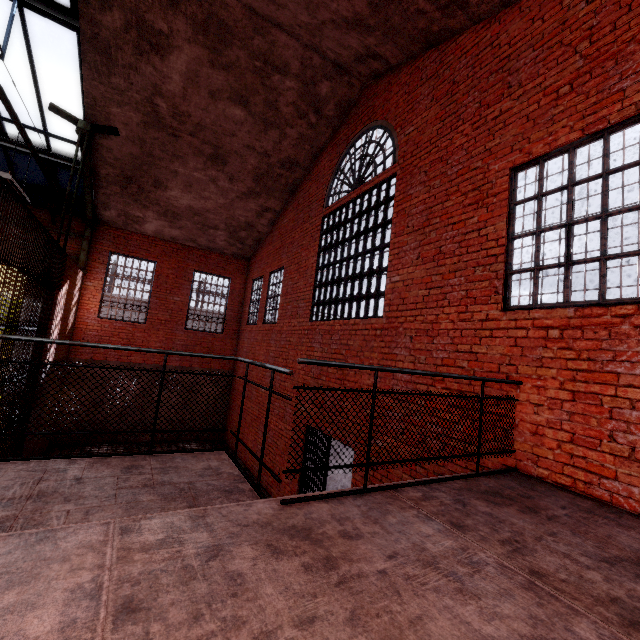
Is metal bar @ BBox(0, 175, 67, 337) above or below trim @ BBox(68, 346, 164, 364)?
above

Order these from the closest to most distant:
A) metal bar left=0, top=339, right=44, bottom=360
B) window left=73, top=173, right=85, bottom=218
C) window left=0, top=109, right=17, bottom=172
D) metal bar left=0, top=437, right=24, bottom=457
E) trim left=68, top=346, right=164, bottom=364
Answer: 1. metal bar left=0, top=339, right=44, bottom=360
2. metal bar left=0, top=437, right=24, bottom=457
3. window left=0, top=109, right=17, bottom=172
4. window left=73, top=173, right=85, bottom=218
5. trim left=68, top=346, right=164, bottom=364

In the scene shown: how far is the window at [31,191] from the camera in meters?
10.0

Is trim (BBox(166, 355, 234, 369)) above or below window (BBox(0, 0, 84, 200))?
below

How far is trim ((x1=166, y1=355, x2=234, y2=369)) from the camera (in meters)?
12.97

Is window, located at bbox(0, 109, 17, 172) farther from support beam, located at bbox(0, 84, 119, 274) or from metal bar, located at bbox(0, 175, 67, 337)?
metal bar, located at bbox(0, 175, 67, 337)

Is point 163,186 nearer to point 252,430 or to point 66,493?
point 252,430

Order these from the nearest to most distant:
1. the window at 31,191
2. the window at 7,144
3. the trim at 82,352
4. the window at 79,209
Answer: the window at 7,144
the window at 31,191
the window at 79,209
the trim at 82,352
